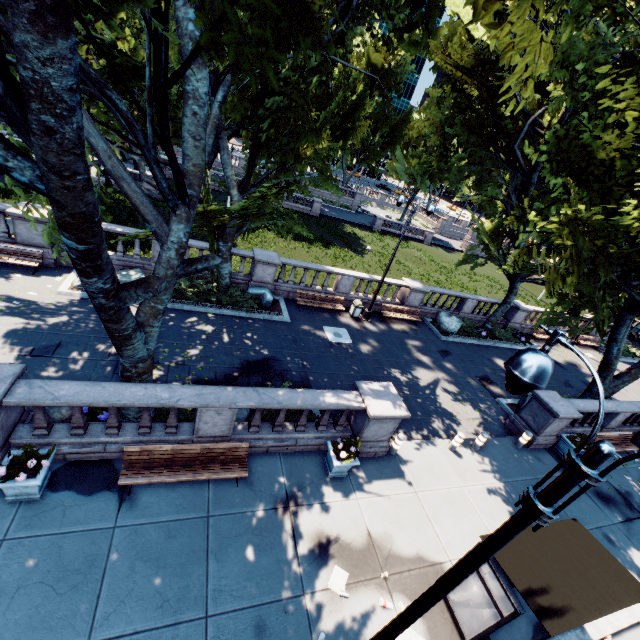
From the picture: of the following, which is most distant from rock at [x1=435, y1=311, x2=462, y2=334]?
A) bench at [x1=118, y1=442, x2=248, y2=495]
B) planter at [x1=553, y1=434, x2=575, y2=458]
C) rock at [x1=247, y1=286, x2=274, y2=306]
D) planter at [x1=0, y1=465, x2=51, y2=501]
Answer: planter at [x1=0, y1=465, x2=51, y2=501]

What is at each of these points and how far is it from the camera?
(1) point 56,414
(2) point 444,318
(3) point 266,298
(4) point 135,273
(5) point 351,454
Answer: (1) rock, 8.37m
(2) rock, 21.27m
(3) rock, 16.86m
(4) rock, 14.77m
(5) plant, 9.10m

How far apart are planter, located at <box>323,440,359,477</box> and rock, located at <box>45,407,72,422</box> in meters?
7.0

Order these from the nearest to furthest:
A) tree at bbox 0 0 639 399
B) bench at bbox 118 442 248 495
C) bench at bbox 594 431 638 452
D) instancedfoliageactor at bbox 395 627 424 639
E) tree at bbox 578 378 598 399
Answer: tree at bbox 0 0 639 399, instancedfoliageactor at bbox 395 627 424 639, bench at bbox 118 442 248 495, bench at bbox 594 431 638 452, tree at bbox 578 378 598 399

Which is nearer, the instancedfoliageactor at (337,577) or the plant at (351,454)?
the instancedfoliageactor at (337,577)

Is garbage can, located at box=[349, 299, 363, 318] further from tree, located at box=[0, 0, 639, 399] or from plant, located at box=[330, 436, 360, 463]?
plant, located at box=[330, 436, 360, 463]

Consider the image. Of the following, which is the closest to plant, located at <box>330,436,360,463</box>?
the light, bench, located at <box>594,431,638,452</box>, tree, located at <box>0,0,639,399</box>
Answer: the light

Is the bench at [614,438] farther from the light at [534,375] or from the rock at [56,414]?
the rock at [56,414]
